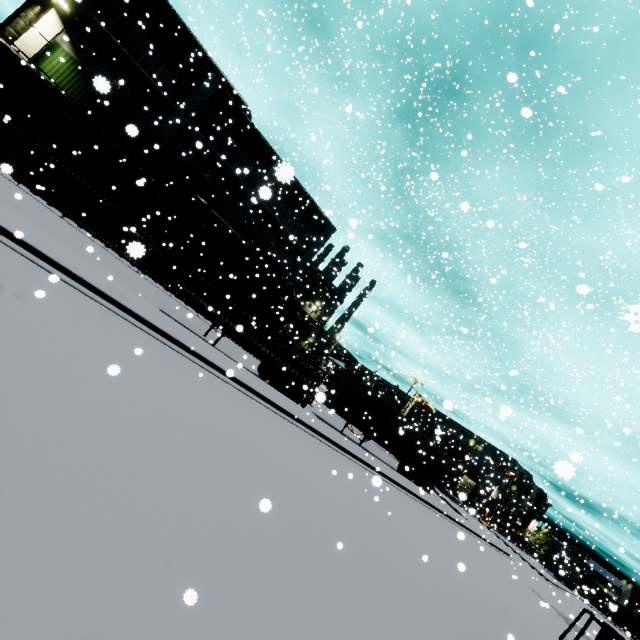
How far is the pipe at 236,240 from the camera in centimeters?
2595cm

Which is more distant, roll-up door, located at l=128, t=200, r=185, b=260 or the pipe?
the pipe

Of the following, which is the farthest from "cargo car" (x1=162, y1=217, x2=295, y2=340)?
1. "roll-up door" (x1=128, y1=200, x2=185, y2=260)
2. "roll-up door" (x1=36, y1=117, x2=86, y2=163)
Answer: "roll-up door" (x1=36, y1=117, x2=86, y2=163)

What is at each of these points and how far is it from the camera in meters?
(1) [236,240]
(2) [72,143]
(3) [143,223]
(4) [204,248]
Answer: (1) pipe, 28.3
(2) roll-up door, 22.8
(3) roll-up door, 26.2
(4) cargo car, 23.9

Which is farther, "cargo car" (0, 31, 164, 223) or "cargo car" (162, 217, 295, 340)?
"cargo car" (162, 217, 295, 340)

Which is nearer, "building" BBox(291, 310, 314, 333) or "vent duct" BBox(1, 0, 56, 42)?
"vent duct" BBox(1, 0, 56, 42)

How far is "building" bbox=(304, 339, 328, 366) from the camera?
46.5 meters

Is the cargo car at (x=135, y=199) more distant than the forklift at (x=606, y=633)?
Yes
